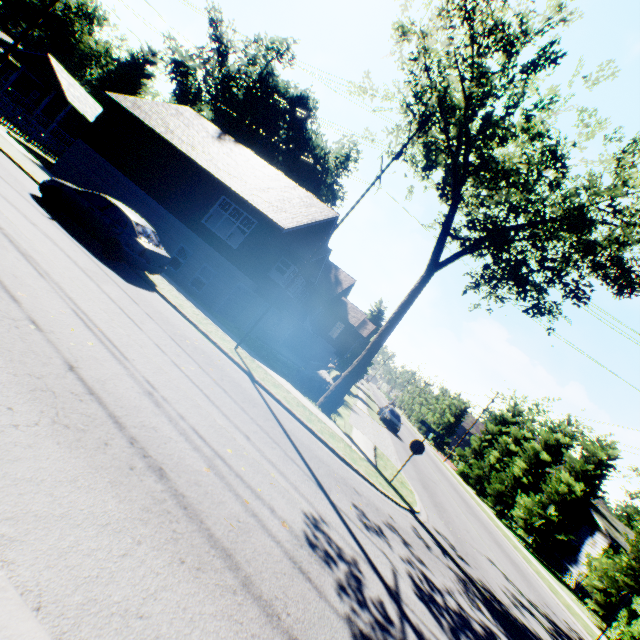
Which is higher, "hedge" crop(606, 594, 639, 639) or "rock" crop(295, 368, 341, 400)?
"hedge" crop(606, 594, 639, 639)

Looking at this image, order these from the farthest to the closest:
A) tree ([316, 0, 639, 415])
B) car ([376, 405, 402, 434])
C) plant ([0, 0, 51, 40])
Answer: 1. plant ([0, 0, 51, 40])
2. car ([376, 405, 402, 434])
3. tree ([316, 0, 639, 415])

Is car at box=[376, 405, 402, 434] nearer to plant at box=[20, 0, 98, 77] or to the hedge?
the hedge

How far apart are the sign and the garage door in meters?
12.8 m

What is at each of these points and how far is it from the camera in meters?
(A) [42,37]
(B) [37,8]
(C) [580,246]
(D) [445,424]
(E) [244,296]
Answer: (A) plant, 58.8
(B) plant, 51.4
(C) tree, 13.1
(D) tree, 58.7
(E) garage door, 20.9

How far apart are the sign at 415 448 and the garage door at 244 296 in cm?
1278

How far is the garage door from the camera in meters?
19.4 m

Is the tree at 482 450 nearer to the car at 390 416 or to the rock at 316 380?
the rock at 316 380
